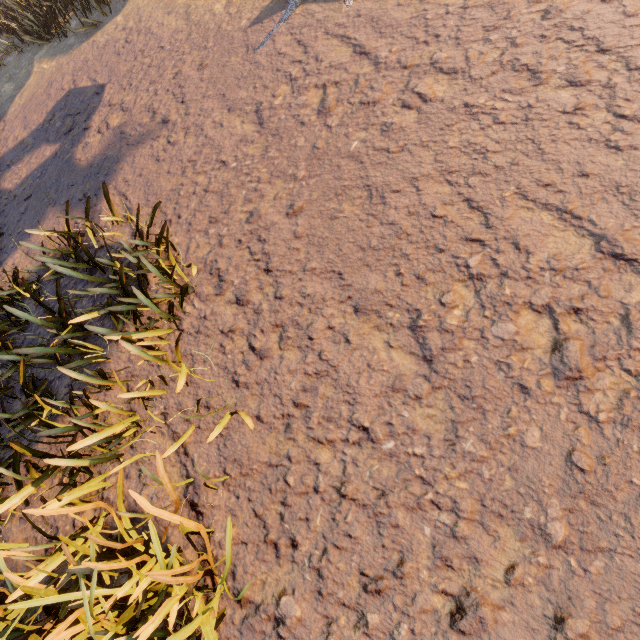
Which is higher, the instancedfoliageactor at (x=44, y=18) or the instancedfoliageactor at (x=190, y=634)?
the instancedfoliageactor at (x=44, y=18)

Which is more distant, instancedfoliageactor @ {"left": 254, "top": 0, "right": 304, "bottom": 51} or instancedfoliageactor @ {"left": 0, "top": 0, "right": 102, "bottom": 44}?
instancedfoliageactor @ {"left": 0, "top": 0, "right": 102, "bottom": 44}

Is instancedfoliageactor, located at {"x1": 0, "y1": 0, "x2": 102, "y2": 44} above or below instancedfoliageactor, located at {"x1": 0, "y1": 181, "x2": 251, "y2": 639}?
above

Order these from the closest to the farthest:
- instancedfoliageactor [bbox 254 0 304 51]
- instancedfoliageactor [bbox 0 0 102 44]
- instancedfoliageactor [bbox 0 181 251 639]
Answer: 1. instancedfoliageactor [bbox 0 181 251 639]
2. instancedfoliageactor [bbox 254 0 304 51]
3. instancedfoliageactor [bbox 0 0 102 44]

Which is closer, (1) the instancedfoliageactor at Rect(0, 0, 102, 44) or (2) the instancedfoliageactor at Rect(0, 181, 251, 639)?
(2) the instancedfoliageactor at Rect(0, 181, 251, 639)

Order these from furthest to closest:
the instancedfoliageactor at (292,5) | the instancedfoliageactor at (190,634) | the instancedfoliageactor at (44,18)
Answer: the instancedfoliageactor at (44,18)
the instancedfoliageactor at (292,5)
the instancedfoliageactor at (190,634)

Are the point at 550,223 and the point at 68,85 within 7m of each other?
no
